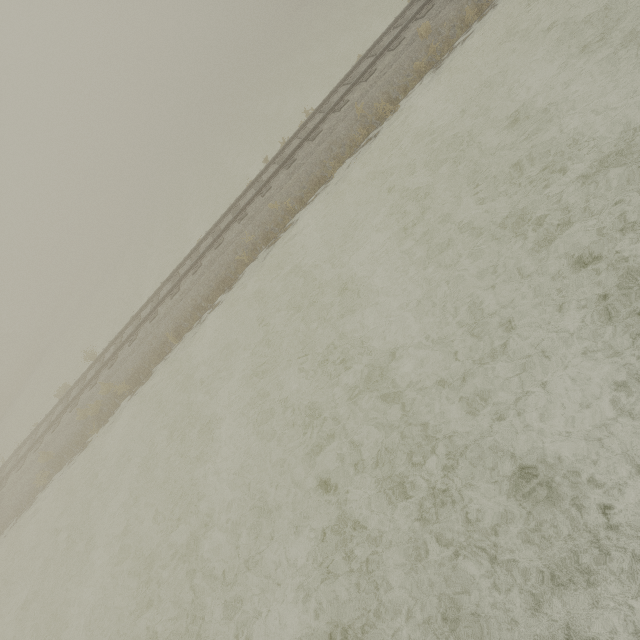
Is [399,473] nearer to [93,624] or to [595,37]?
[93,624]
